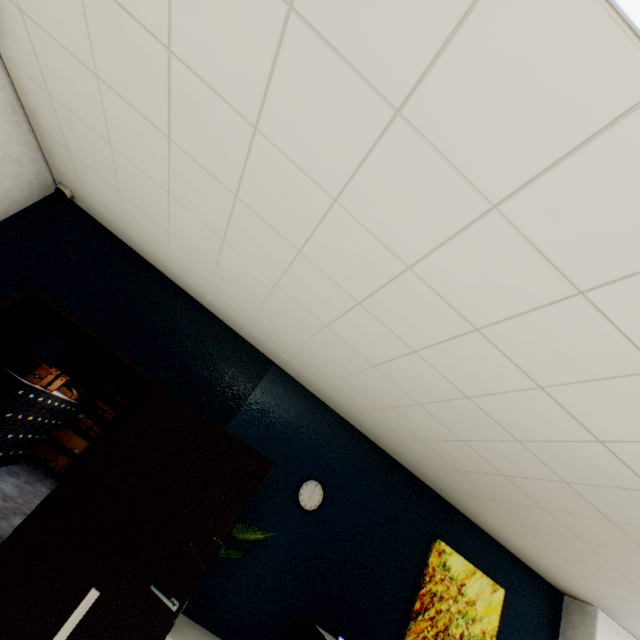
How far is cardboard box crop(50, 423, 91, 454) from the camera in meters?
6.9 m

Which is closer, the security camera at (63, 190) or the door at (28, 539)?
the door at (28, 539)

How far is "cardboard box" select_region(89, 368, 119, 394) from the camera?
7.4 meters

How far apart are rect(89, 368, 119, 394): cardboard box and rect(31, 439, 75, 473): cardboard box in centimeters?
139cm

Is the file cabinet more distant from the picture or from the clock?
the picture

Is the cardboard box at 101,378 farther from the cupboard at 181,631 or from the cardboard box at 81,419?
the cupboard at 181,631

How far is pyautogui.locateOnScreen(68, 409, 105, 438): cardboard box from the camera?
7.11m

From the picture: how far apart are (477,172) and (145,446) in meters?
3.0
